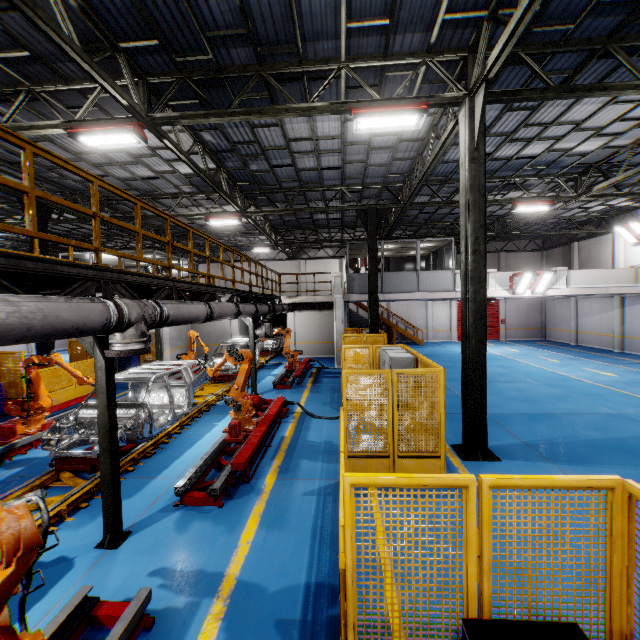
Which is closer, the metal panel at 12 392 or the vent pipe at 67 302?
the vent pipe at 67 302

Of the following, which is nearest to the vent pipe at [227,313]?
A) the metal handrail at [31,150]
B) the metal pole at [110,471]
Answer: the metal pole at [110,471]

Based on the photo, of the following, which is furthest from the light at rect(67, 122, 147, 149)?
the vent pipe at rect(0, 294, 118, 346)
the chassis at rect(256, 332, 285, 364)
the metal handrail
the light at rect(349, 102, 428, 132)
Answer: the chassis at rect(256, 332, 285, 364)

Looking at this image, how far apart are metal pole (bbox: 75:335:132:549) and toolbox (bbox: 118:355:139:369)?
15.30m

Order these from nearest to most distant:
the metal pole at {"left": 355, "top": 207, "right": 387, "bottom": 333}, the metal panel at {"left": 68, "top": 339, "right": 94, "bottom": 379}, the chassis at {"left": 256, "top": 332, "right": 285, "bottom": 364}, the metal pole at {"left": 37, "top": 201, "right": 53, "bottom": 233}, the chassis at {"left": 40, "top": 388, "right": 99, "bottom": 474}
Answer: the chassis at {"left": 40, "top": 388, "right": 99, "bottom": 474}, the metal pole at {"left": 37, "top": 201, "right": 53, "bottom": 233}, the metal panel at {"left": 68, "top": 339, "right": 94, "bottom": 379}, the metal pole at {"left": 355, "top": 207, "right": 387, "bottom": 333}, the chassis at {"left": 256, "top": 332, "right": 285, "bottom": 364}

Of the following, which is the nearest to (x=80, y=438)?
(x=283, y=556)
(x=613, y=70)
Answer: (x=283, y=556)

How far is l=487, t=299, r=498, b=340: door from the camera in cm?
2941

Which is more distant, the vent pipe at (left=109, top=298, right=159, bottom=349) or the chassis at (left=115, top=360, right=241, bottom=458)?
the chassis at (left=115, top=360, right=241, bottom=458)
